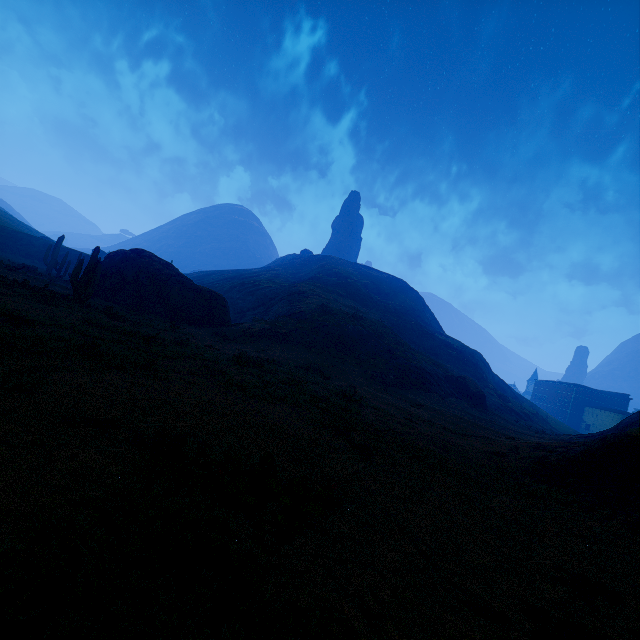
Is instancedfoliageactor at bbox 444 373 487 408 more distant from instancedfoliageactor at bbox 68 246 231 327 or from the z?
instancedfoliageactor at bbox 68 246 231 327

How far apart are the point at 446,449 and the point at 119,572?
9.4 meters

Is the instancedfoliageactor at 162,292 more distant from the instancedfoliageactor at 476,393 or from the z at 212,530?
the instancedfoliageactor at 476,393

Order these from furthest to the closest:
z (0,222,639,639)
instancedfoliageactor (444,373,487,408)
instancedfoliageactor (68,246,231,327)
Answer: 1. instancedfoliageactor (444,373,487,408)
2. instancedfoliageactor (68,246,231,327)
3. z (0,222,639,639)

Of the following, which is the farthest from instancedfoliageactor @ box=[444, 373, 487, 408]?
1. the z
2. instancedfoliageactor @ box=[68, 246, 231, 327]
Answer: instancedfoliageactor @ box=[68, 246, 231, 327]

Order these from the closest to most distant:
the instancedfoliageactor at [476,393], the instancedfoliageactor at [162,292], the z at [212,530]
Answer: the z at [212,530]
the instancedfoliageactor at [162,292]
the instancedfoliageactor at [476,393]
